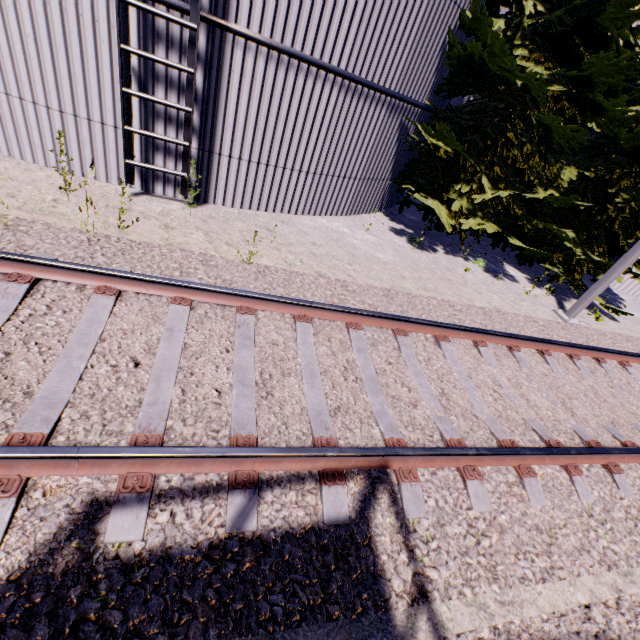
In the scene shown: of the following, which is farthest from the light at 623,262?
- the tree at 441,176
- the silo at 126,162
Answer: the silo at 126,162

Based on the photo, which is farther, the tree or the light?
the light

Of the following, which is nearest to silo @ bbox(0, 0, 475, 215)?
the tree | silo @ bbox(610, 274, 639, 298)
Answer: the tree

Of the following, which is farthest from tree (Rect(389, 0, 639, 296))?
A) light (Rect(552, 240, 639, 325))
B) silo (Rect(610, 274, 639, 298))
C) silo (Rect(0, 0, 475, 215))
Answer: silo (Rect(610, 274, 639, 298))

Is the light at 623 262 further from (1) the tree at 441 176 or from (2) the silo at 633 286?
(2) the silo at 633 286

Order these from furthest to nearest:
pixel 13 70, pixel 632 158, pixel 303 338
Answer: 1. pixel 632 158
2. pixel 13 70
3. pixel 303 338

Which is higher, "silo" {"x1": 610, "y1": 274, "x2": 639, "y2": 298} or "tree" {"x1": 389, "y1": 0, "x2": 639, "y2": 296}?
"tree" {"x1": 389, "y1": 0, "x2": 639, "y2": 296}

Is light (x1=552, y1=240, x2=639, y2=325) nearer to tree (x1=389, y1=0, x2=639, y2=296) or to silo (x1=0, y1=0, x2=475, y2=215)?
tree (x1=389, y1=0, x2=639, y2=296)
